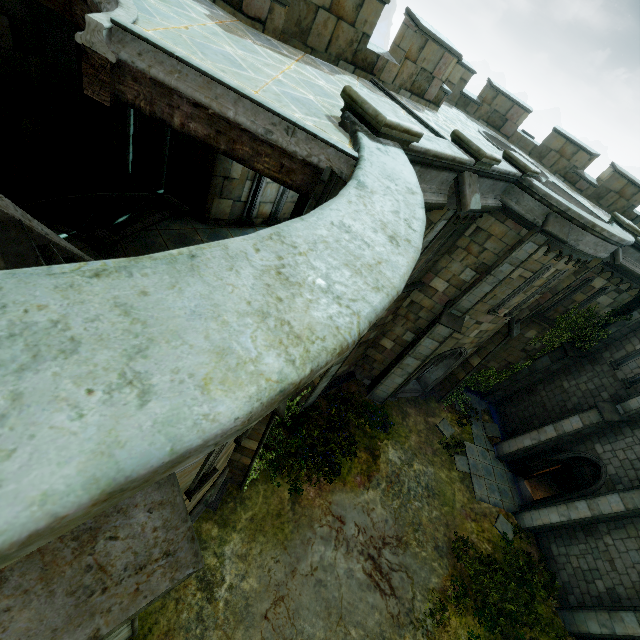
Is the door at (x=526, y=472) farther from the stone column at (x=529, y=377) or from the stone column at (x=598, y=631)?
the stone column at (x=598, y=631)

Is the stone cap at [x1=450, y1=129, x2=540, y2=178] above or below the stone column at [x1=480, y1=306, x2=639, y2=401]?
above

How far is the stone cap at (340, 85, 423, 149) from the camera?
4.2 meters

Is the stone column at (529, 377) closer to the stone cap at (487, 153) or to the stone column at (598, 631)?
the stone column at (598, 631)

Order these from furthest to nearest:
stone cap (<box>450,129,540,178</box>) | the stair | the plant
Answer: the stair, the plant, stone cap (<box>450,129,540,178</box>)

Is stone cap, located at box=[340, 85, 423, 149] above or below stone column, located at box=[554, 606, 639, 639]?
above

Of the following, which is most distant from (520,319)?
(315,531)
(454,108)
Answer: (315,531)

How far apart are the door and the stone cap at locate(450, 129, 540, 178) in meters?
13.6
